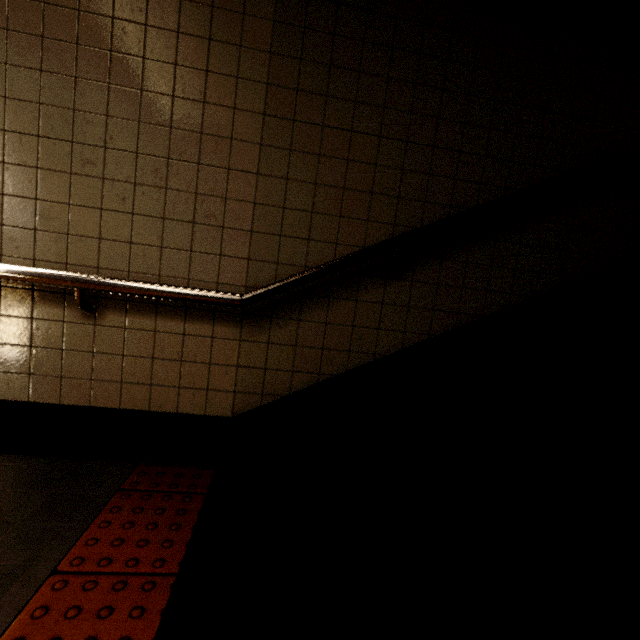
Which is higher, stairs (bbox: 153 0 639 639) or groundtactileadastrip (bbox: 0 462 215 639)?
stairs (bbox: 153 0 639 639)

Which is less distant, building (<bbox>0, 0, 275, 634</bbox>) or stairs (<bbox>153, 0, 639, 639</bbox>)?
stairs (<bbox>153, 0, 639, 639</bbox>)

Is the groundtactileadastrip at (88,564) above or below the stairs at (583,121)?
below

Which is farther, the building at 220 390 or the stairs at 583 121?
the building at 220 390

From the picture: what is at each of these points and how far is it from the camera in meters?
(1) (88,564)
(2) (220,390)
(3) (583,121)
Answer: (1) groundtactileadastrip, 1.2 m
(2) building, 1.7 m
(3) stairs, 1.8 m
